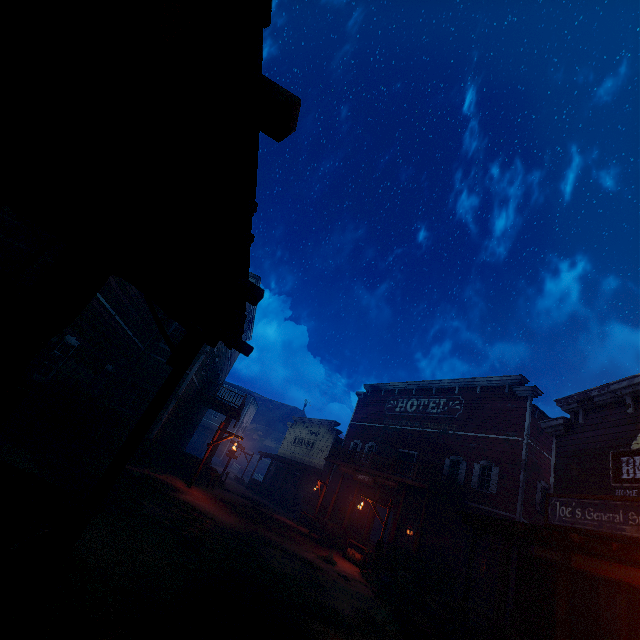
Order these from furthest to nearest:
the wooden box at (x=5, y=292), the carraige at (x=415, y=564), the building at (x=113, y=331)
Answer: the carraige at (x=415, y=564) < the wooden box at (x=5, y=292) < the building at (x=113, y=331)

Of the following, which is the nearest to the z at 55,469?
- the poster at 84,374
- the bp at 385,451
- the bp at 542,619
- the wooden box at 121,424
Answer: the wooden box at 121,424

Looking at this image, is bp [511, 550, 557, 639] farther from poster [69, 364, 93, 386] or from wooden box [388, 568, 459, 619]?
poster [69, 364, 93, 386]

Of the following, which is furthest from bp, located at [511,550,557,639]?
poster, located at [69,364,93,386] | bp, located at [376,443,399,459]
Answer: poster, located at [69,364,93,386]

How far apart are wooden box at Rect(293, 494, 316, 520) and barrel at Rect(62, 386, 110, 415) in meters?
18.0

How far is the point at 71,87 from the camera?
2.31m

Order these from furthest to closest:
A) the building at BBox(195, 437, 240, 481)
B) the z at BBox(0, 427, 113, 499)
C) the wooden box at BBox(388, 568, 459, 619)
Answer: the building at BBox(195, 437, 240, 481) < the wooden box at BBox(388, 568, 459, 619) < the z at BBox(0, 427, 113, 499)

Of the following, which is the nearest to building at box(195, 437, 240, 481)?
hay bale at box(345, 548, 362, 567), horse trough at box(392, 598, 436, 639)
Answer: hay bale at box(345, 548, 362, 567)
